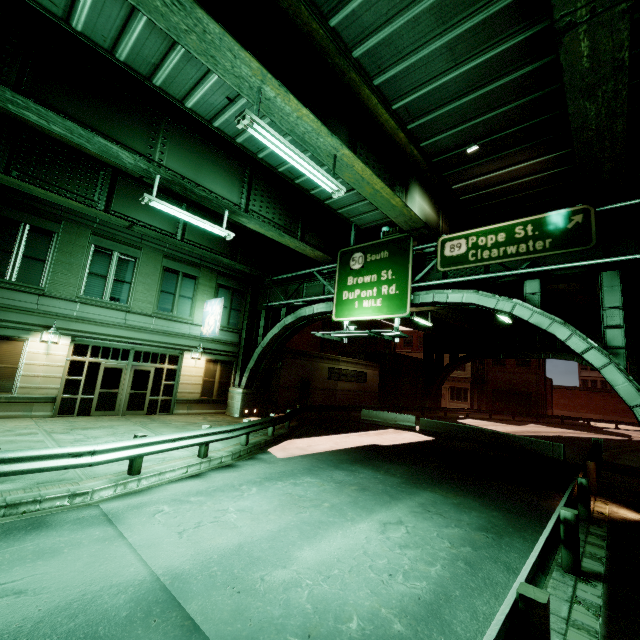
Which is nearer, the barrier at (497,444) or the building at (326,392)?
the barrier at (497,444)

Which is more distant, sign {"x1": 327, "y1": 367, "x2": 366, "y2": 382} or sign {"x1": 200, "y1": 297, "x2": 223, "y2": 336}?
sign {"x1": 327, "y1": 367, "x2": 366, "y2": 382}

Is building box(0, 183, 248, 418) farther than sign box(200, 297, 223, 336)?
No

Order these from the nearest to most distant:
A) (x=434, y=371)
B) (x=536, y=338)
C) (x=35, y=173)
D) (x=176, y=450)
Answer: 1. (x=176, y=450)
2. (x=35, y=173)
3. (x=536, y=338)
4. (x=434, y=371)

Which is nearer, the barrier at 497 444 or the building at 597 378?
the barrier at 497 444

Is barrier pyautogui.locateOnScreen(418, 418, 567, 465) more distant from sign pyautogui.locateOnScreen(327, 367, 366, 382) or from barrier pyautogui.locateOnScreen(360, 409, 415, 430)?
sign pyautogui.locateOnScreen(327, 367, 366, 382)

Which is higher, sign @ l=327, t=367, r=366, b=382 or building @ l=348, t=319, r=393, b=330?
building @ l=348, t=319, r=393, b=330

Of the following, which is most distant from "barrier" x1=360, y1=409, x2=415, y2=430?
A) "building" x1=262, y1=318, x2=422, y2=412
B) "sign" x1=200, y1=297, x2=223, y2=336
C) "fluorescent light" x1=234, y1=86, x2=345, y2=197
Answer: "fluorescent light" x1=234, y1=86, x2=345, y2=197
